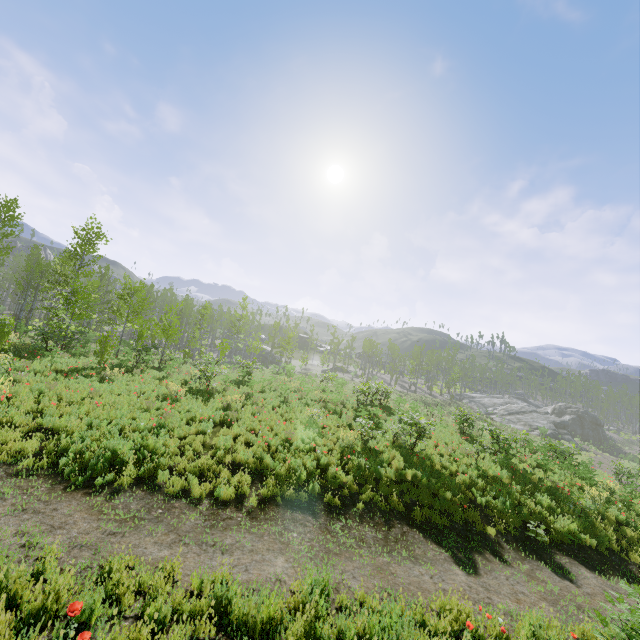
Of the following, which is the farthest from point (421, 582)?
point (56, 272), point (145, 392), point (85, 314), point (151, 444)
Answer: point (56, 272)

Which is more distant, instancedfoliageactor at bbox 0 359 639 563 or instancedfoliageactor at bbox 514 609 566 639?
instancedfoliageactor at bbox 0 359 639 563

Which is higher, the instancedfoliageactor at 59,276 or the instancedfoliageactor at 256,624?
the instancedfoliageactor at 59,276

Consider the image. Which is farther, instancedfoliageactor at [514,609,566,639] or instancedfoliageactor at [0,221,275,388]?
instancedfoliageactor at [0,221,275,388]

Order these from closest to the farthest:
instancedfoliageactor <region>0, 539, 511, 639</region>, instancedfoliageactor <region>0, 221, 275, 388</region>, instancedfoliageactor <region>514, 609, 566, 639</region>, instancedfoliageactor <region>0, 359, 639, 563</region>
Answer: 1. instancedfoliageactor <region>0, 539, 511, 639</region>
2. instancedfoliageactor <region>514, 609, 566, 639</region>
3. instancedfoliageactor <region>0, 359, 639, 563</region>
4. instancedfoliageactor <region>0, 221, 275, 388</region>

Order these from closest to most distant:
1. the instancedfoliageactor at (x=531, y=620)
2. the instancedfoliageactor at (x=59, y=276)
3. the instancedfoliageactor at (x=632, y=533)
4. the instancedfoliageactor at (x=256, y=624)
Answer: the instancedfoliageactor at (x=256, y=624) → the instancedfoliageactor at (x=531, y=620) → the instancedfoliageactor at (x=632, y=533) → the instancedfoliageactor at (x=59, y=276)

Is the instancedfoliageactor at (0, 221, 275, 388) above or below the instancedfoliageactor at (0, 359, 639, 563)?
above
